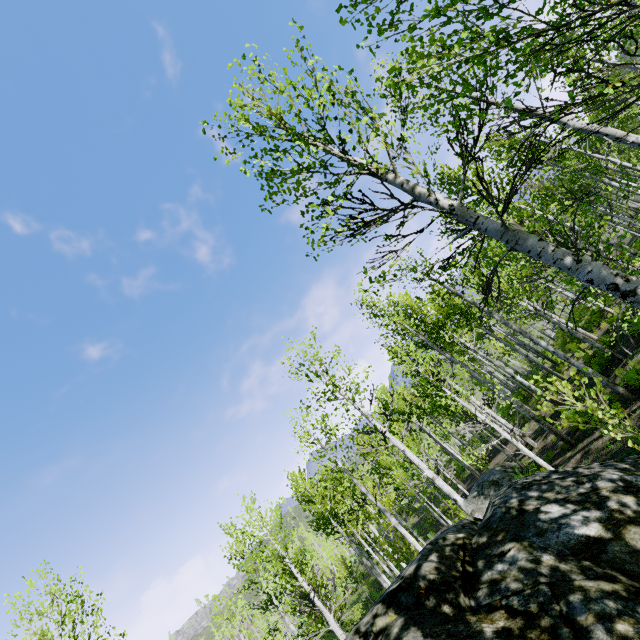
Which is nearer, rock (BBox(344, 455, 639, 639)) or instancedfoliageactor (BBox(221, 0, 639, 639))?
rock (BBox(344, 455, 639, 639))

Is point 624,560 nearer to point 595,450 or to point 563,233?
point 595,450

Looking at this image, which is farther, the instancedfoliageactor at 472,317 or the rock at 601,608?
the instancedfoliageactor at 472,317
